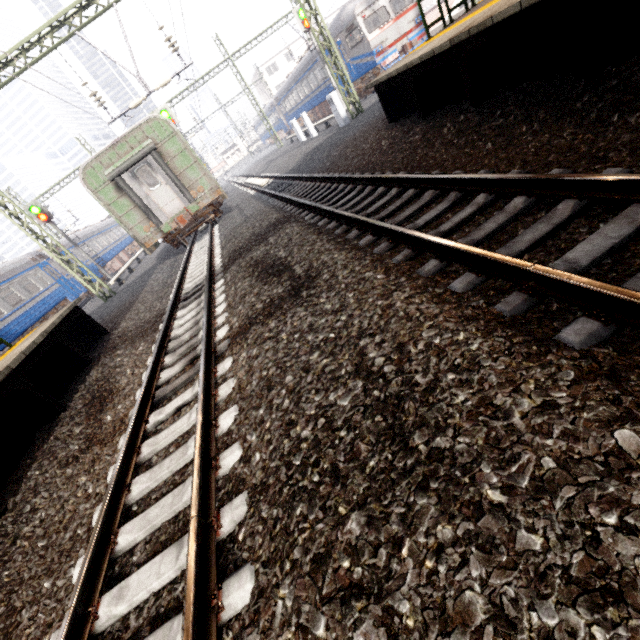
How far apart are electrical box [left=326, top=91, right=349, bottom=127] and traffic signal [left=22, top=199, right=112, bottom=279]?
17.1 meters

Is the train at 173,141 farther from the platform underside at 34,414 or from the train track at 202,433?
the platform underside at 34,414

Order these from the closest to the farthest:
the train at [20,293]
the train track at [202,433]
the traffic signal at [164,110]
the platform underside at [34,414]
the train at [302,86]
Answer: the train track at [202,433], the platform underside at [34,414], the train at [20,293], the traffic signal at [164,110], the train at [302,86]

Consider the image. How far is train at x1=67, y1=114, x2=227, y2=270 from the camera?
11.84m

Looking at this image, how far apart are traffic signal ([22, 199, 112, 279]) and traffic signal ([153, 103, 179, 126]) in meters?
8.3

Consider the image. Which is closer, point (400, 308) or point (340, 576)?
point (340, 576)

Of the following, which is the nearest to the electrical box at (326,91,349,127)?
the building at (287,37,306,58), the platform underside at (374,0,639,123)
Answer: the platform underside at (374,0,639,123)

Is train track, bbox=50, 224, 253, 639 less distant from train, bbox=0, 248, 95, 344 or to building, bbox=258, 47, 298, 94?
train, bbox=0, 248, 95, 344
